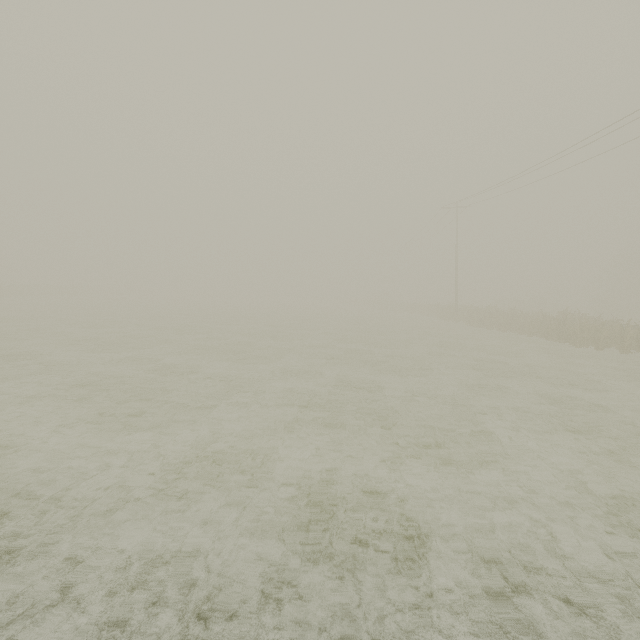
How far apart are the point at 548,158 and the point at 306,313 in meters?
30.1 m
